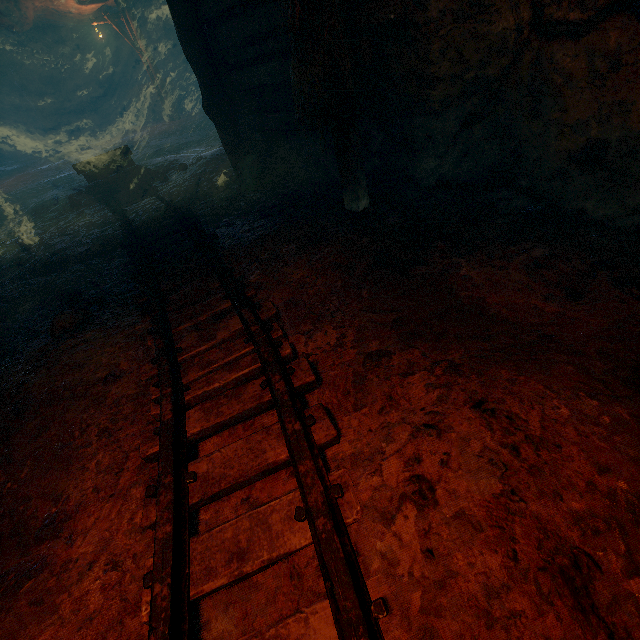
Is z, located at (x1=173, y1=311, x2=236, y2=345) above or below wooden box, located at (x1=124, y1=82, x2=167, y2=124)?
below

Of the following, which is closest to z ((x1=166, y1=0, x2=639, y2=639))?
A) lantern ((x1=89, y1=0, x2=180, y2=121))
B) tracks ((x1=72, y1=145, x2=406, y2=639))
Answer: tracks ((x1=72, y1=145, x2=406, y2=639))

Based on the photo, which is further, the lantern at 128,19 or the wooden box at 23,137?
the wooden box at 23,137

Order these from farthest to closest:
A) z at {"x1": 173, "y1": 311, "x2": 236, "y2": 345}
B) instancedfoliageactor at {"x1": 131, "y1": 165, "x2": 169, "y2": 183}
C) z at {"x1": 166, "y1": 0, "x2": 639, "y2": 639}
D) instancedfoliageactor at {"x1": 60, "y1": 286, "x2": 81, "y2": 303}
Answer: instancedfoliageactor at {"x1": 131, "y1": 165, "x2": 169, "y2": 183} < instancedfoliageactor at {"x1": 60, "y1": 286, "x2": 81, "y2": 303} < z at {"x1": 173, "y1": 311, "x2": 236, "y2": 345} < z at {"x1": 166, "y1": 0, "x2": 639, "y2": 639}

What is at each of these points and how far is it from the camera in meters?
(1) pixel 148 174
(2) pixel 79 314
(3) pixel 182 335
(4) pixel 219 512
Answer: (1) instancedfoliageactor, 7.6 m
(2) instancedfoliageactor, 3.2 m
(3) z, 2.8 m
(4) z, 1.7 m

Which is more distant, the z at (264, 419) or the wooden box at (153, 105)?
the wooden box at (153, 105)

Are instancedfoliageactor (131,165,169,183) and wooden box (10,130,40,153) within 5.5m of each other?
no

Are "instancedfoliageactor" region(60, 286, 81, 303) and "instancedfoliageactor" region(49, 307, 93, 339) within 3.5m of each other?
yes
